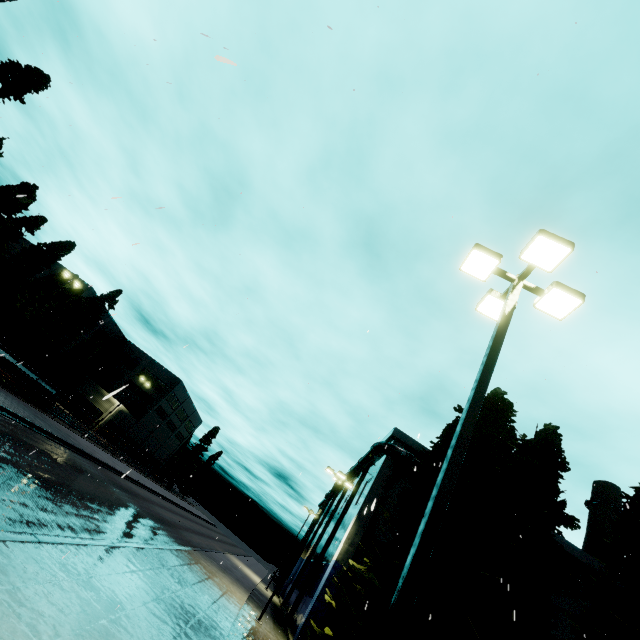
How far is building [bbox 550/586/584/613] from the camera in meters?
22.7 m

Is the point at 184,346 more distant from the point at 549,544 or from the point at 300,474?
the point at 549,544

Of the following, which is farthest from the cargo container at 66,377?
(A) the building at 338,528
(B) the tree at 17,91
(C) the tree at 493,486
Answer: (A) the building at 338,528

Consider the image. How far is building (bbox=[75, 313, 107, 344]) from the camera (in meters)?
57.16

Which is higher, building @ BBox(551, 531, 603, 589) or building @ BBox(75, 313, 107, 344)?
building @ BBox(551, 531, 603, 589)

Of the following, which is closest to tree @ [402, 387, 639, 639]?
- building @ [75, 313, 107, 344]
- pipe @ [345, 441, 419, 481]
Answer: pipe @ [345, 441, 419, 481]

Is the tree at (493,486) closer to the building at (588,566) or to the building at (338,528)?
the building at (588,566)

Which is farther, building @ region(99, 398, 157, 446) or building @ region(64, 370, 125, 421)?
building @ region(99, 398, 157, 446)
